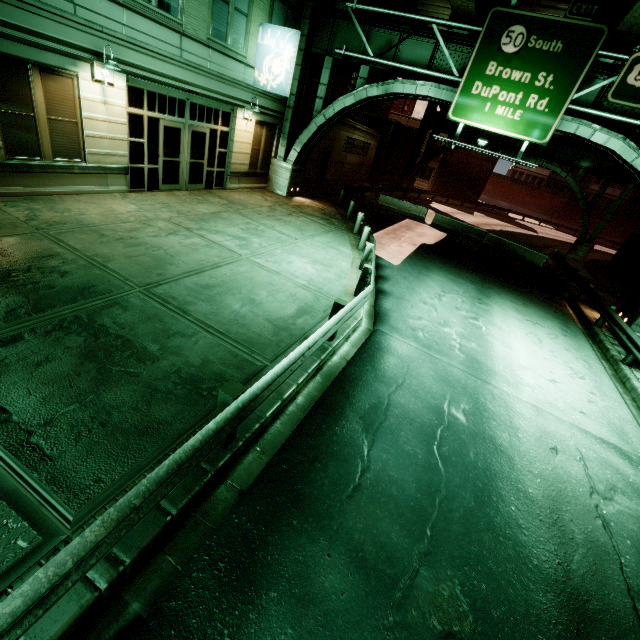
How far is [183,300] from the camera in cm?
705

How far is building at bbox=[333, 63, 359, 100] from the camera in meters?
31.5

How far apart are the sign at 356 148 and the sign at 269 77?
12.3 meters

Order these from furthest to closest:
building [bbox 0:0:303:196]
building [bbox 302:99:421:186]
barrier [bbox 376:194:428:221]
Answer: barrier [bbox 376:194:428:221] → building [bbox 302:99:421:186] → building [bbox 0:0:303:196]

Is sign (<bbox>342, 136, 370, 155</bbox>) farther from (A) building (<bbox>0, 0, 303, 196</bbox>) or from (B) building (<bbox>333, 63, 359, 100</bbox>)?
(A) building (<bbox>0, 0, 303, 196</bbox>)

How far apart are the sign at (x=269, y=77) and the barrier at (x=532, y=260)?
16.47m

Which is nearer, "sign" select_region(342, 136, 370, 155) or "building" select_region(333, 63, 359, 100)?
"sign" select_region(342, 136, 370, 155)

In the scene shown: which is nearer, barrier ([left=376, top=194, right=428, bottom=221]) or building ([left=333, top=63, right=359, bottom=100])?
barrier ([left=376, top=194, right=428, bottom=221])
